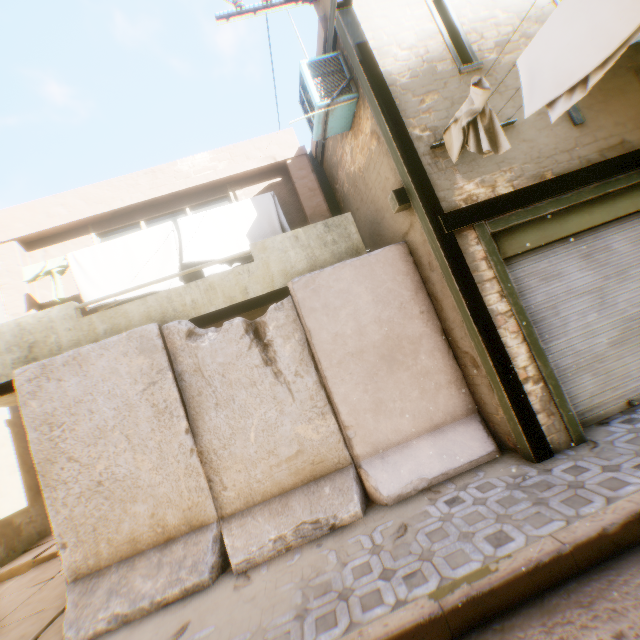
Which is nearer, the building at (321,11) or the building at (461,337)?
the building at (461,337)

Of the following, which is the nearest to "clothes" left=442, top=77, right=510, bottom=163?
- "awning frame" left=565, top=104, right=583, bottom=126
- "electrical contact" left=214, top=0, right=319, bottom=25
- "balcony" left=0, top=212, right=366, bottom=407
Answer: "balcony" left=0, top=212, right=366, bottom=407

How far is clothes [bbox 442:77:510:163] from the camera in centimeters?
338cm

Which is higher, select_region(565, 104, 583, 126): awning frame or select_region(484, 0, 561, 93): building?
select_region(484, 0, 561, 93): building

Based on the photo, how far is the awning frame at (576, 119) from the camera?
4.7 meters

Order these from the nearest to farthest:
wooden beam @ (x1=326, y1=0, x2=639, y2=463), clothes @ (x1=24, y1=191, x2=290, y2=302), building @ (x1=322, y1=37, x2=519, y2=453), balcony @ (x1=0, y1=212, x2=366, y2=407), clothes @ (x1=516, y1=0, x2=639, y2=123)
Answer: clothes @ (x1=516, y1=0, x2=639, y2=123) < wooden beam @ (x1=326, y1=0, x2=639, y2=463) < building @ (x1=322, y1=37, x2=519, y2=453) < balcony @ (x1=0, y1=212, x2=366, y2=407) < clothes @ (x1=24, y1=191, x2=290, y2=302)

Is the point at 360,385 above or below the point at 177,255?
below

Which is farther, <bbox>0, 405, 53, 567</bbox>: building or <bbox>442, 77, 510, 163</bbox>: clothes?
<bbox>0, 405, 53, 567</bbox>: building
